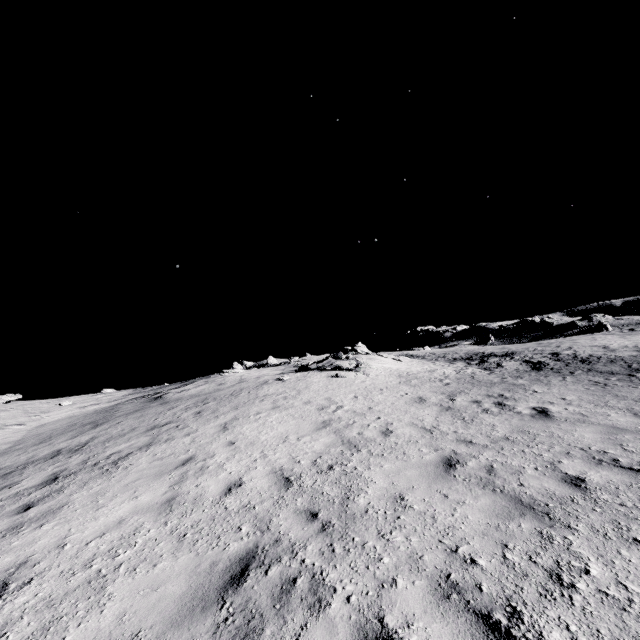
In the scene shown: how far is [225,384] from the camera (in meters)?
17.73
